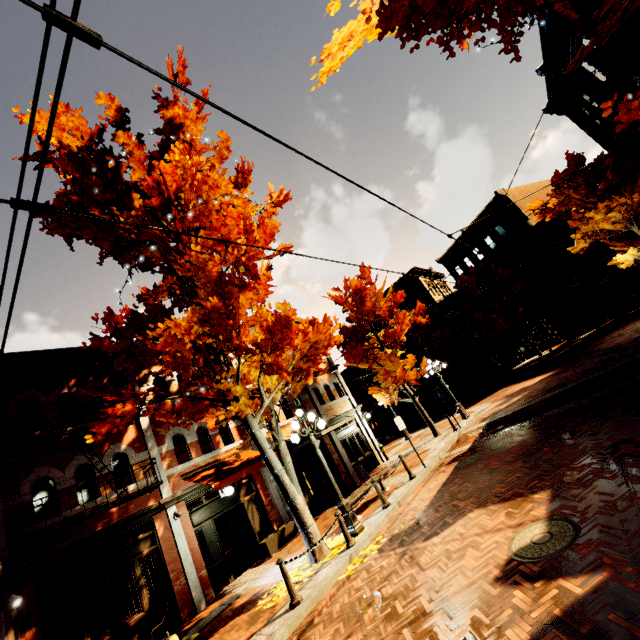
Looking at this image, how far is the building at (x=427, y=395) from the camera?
37.7 meters

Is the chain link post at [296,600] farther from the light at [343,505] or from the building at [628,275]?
the building at [628,275]

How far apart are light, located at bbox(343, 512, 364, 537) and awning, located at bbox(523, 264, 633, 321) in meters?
24.1

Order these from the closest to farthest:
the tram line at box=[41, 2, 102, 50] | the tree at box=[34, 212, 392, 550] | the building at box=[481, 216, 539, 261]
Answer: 1. the tram line at box=[41, 2, 102, 50]
2. the tree at box=[34, 212, 392, 550]
3. the building at box=[481, 216, 539, 261]

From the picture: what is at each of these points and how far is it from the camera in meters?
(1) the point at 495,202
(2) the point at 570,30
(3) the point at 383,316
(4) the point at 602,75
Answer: (1) building, 30.4 m
(2) building, 15.4 m
(3) tree, 18.7 m
(4) building, 16.7 m

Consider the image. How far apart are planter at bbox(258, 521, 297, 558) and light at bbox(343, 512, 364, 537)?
4.28m

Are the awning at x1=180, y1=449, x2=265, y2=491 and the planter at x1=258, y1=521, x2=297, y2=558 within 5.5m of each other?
yes

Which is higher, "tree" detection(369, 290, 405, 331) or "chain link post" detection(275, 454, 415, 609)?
"tree" detection(369, 290, 405, 331)
